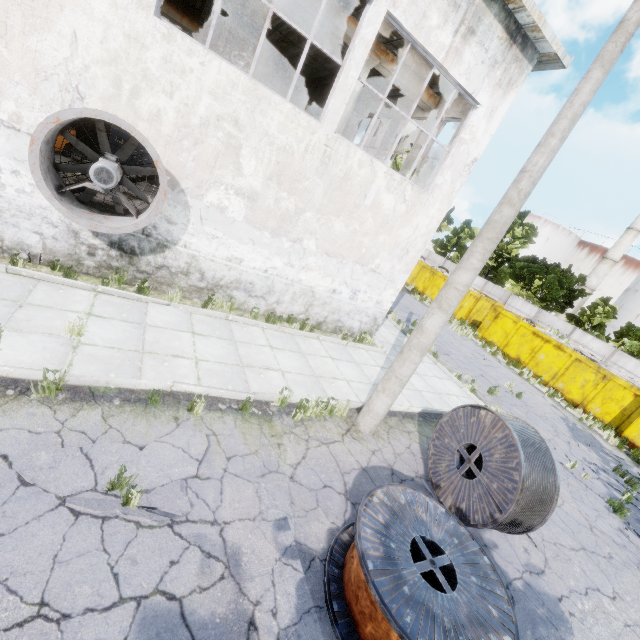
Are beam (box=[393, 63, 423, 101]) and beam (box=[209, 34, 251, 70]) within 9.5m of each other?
no

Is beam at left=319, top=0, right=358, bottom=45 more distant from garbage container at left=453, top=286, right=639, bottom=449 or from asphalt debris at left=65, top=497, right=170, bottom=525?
garbage container at left=453, top=286, right=639, bottom=449

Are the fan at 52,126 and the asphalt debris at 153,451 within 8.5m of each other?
yes

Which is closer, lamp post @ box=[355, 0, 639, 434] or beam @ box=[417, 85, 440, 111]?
lamp post @ box=[355, 0, 639, 434]

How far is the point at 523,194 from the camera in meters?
5.3 m

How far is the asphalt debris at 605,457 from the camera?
11.4m

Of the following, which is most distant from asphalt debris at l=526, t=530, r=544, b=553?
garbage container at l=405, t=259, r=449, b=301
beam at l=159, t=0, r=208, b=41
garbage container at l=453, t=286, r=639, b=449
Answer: beam at l=159, t=0, r=208, b=41

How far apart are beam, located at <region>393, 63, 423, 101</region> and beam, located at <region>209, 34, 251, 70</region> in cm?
1185
